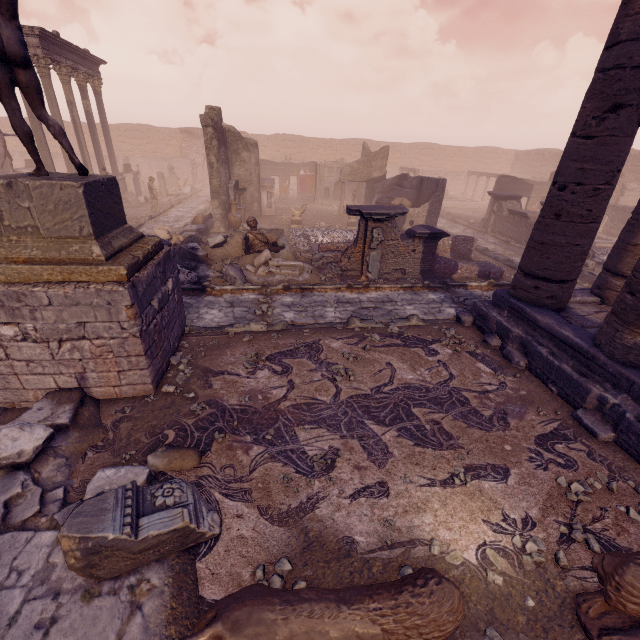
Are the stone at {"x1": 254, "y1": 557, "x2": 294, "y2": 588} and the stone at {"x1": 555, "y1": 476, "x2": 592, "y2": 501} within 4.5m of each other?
yes

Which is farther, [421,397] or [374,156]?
[374,156]

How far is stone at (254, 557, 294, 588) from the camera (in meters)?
2.88

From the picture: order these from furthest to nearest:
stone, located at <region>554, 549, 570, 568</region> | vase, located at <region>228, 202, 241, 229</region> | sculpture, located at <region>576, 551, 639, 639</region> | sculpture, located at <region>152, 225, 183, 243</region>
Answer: vase, located at <region>228, 202, 241, 229</region>, sculpture, located at <region>152, 225, 183, 243</region>, stone, located at <region>554, 549, 570, 568</region>, sculpture, located at <region>576, 551, 639, 639</region>

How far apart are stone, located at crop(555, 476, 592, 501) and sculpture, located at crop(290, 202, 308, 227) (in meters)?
15.66

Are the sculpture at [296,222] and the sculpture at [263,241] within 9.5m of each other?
yes

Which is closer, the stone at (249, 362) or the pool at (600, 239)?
the stone at (249, 362)

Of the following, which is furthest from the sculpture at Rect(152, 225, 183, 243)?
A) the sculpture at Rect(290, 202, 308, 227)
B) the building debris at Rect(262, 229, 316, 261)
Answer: the sculpture at Rect(290, 202, 308, 227)
